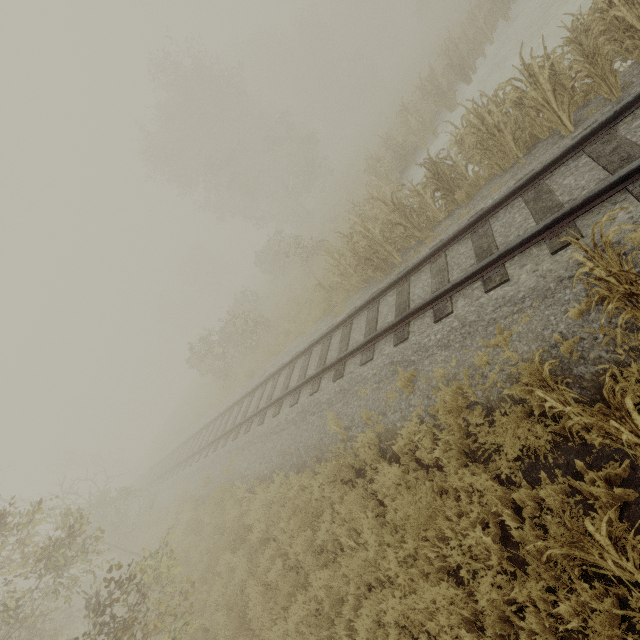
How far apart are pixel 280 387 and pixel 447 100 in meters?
14.9 m

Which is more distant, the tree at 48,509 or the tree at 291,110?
the tree at 291,110

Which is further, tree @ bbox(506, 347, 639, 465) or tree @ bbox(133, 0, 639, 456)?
tree @ bbox(133, 0, 639, 456)
